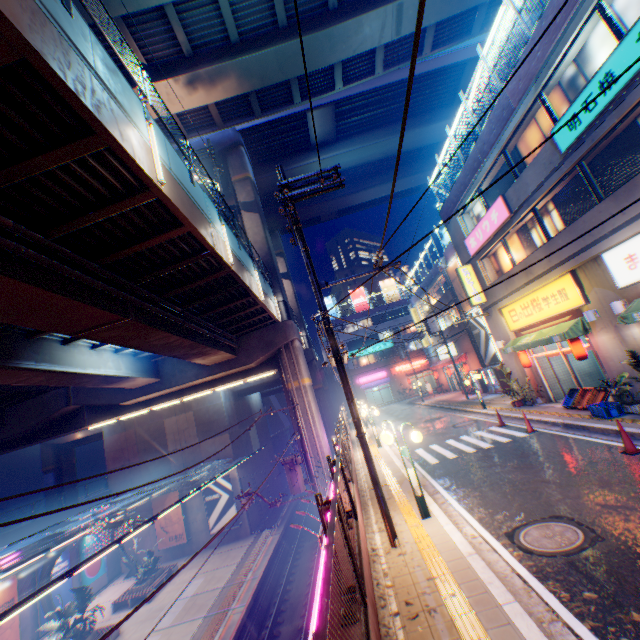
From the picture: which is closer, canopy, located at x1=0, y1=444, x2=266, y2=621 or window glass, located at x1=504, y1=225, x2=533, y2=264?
canopy, located at x1=0, y1=444, x2=266, y2=621

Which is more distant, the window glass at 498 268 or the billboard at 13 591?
the billboard at 13 591

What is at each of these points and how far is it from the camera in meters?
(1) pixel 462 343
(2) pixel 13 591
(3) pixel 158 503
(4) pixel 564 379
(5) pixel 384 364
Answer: (1) building, 31.5
(2) billboard, 20.1
(3) billboard, 29.0
(4) building, 16.5
(5) building, 53.2

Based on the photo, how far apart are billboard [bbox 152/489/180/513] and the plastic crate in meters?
30.1

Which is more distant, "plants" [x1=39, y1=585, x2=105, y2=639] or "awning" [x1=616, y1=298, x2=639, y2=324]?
"plants" [x1=39, y1=585, x2=105, y2=639]

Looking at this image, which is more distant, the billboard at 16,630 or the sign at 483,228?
the billboard at 16,630

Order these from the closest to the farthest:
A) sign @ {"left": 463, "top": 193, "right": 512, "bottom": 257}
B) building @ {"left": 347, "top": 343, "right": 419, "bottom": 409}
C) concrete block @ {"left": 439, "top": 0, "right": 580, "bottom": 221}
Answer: concrete block @ {"left": 439, "top": 0, "right": 580, "bottom": 221} < sign @ {"left": 463, "top": 193, "right": 512, "bottom": 257} < building @ {"left": 347, "top": 343, "right": 419, "bottom": 409}

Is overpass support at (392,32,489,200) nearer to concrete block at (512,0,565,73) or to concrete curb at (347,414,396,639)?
concrete curb at (347,414,396,639)
